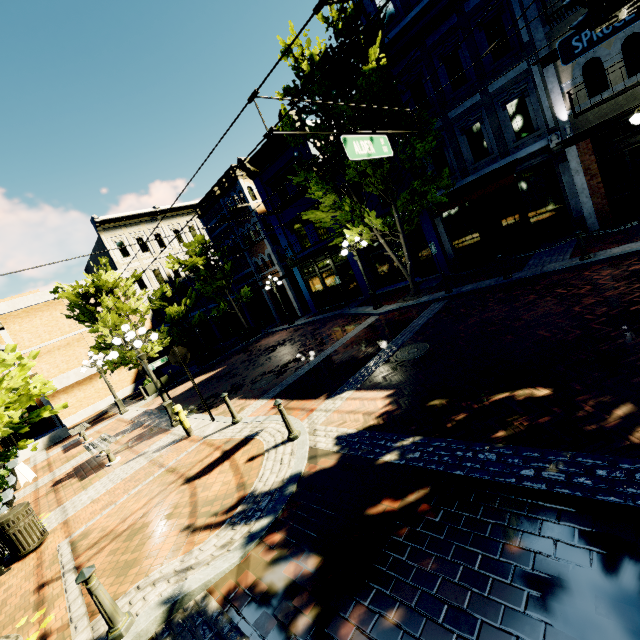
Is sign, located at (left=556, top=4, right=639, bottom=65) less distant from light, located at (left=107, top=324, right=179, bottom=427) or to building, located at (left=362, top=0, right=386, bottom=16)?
building, located at (left=362, top=0, right=386, bottom=16)

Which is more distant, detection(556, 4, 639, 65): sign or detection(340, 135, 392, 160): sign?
detection(340, 135, 392, 160): sign

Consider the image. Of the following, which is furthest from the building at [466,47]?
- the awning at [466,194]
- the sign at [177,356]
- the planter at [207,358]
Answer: the sign at [177,356]

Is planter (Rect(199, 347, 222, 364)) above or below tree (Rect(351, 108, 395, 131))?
below

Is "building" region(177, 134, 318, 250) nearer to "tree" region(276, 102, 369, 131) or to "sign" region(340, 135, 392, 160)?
"tree" region(276, 102, 369, 131)

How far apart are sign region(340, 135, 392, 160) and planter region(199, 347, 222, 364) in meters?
17.6 m

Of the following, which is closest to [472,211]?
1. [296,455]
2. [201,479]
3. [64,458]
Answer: [296,455]

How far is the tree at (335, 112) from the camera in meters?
11.4 m
